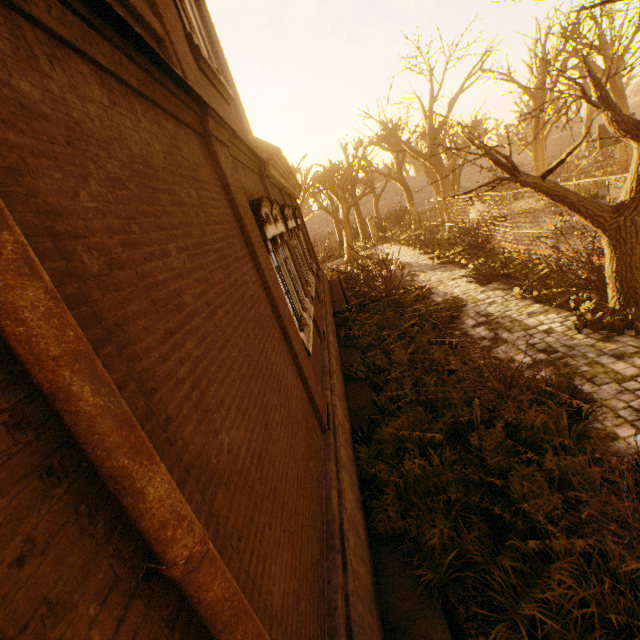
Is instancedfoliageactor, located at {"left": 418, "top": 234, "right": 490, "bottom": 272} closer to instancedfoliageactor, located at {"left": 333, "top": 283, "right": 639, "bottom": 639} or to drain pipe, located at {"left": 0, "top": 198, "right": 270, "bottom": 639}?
instancedfoliageactor, located at {"left": 333, "top": 283, "right": 639, "bottom": 639}

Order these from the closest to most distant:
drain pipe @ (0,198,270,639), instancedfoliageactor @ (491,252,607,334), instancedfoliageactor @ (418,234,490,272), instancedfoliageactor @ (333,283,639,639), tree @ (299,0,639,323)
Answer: drain pipe @ (0,198,270,639)
instancedfoliageactor @ (333,283,639,639)
tree @ (299,0,639,323)
instancedfoliageactor @ (491,252,607,334)
instancedfoliageactor @ (418,234,490,272)

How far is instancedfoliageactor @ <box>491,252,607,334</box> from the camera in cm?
733

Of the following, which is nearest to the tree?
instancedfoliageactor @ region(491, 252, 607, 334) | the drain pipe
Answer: instancedfoliageactor @ region(491, 252, 607, 334)

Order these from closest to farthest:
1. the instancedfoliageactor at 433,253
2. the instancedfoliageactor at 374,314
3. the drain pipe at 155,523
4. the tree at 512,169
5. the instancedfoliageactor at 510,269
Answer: the drain pipe at 155,523 < the instancedfoliageactor at 374,314 < the tree at 512,169 < the instancedfoliageactor at 510,269 < the instancedfoliageactor at 433,253

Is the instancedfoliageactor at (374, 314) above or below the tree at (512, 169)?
below

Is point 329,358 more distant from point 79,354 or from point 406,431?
point 79,354

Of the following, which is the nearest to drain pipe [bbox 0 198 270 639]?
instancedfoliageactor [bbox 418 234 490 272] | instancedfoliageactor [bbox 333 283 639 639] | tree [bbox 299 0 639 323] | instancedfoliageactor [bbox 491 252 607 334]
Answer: instancedfoliageactor [bbox 333 283 639 639]
